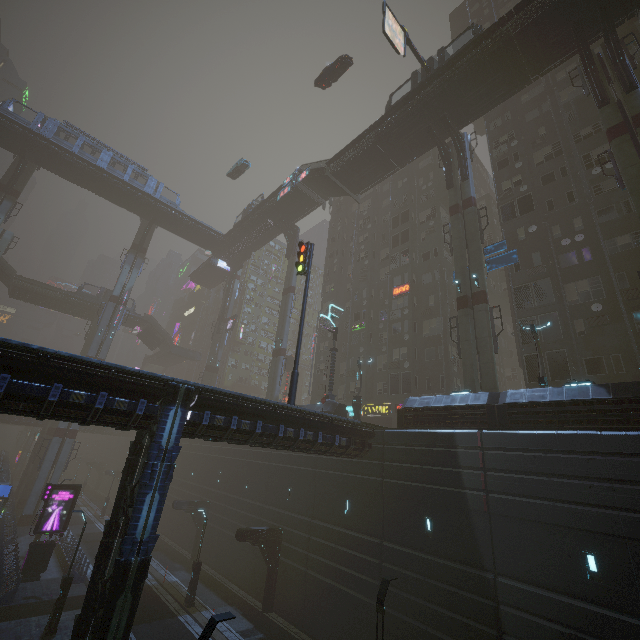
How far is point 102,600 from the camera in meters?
10.9 m

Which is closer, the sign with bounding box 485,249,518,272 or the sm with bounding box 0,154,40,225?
the sign with bounding box 485,249,518,272

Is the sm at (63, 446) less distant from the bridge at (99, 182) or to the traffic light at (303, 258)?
the bridge at (99, 182)

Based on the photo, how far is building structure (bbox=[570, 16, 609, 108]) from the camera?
Result: 21.1 meters

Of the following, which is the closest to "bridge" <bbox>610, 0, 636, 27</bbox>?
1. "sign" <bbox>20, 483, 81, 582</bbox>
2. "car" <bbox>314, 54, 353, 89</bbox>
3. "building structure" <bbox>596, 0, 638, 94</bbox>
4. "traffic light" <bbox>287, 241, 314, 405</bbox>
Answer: "building structure" <bbox>596, 0, 638, 94</bbox>

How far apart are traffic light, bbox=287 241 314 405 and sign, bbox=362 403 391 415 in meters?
19.1

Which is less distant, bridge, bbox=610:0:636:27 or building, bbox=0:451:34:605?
building, bbox=0:451:34:605

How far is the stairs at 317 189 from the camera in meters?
35.6
